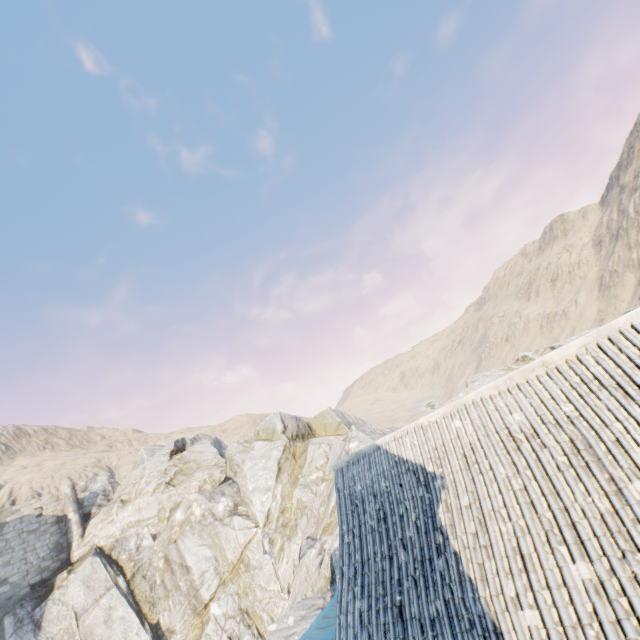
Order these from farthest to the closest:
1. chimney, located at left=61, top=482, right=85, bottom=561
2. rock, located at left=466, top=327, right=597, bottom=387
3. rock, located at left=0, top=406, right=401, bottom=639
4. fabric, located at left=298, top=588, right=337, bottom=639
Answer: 1. chimney, located at left=61, top=482, right=85, bottom=561
2. rock, located at left=466, top=327, right=597, bottom=387
3. rock, located at left=0, top=406, right=401, bottom=639
4. fabric, located at left=298, top=588, right=337, bottom=639

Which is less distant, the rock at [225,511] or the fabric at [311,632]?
the fabric at [311,632]

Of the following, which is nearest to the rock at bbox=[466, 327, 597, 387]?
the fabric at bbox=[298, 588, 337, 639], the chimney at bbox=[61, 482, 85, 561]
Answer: the chimney at bbox=[61, 482, 85, 561]

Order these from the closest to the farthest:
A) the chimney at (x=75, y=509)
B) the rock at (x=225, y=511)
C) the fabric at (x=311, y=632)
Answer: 1. the fabric at (x=311, y=632)
2. the rock at (x=225, y=511)
3. the chimney at (x=75, y=509)

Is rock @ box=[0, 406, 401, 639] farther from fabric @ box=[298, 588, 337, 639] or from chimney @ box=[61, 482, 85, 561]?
fabric @ box=[298, 588, 337, 639]

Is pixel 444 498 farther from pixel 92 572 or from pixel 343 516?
pixel 92 572
